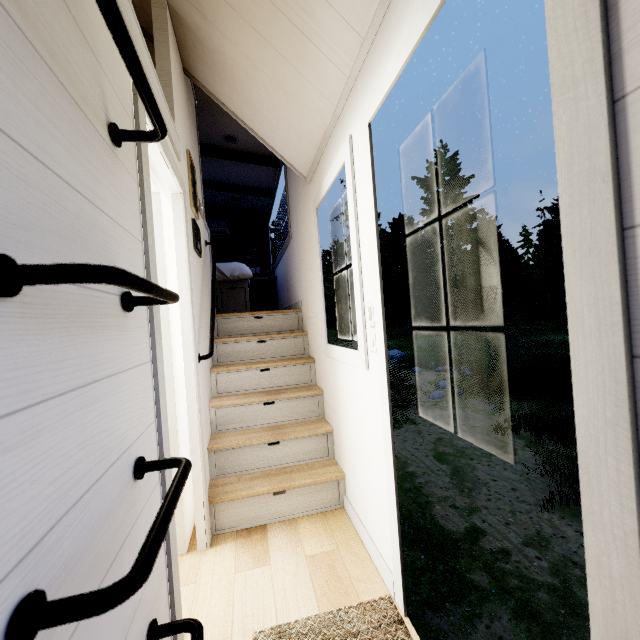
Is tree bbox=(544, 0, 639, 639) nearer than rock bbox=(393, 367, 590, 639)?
Yes

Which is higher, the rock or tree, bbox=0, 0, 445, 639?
tree, bbox=0, 0, 445, 639

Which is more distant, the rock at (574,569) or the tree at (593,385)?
the rock at (574,569)

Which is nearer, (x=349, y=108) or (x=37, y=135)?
(x=37, y=135)
